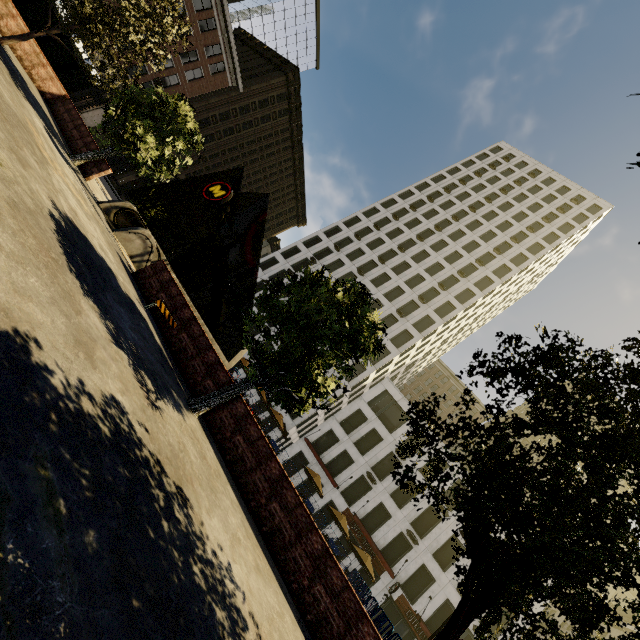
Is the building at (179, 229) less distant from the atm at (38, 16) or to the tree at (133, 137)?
the tree at (133, 137)

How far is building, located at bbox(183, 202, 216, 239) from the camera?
50.81m

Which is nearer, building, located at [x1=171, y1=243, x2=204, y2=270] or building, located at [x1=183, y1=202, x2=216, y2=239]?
building, located at [x1=183, y1=202, x2=216, y2=239]

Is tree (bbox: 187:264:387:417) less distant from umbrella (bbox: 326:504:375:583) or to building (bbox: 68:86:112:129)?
building (bbox: 68:86:112:129)

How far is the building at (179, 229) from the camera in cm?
4912

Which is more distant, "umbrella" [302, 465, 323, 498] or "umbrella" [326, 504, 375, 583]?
"umbrella" [302, 465, 323, 498]

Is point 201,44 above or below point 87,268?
above

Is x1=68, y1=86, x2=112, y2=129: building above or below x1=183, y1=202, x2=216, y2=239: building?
below
